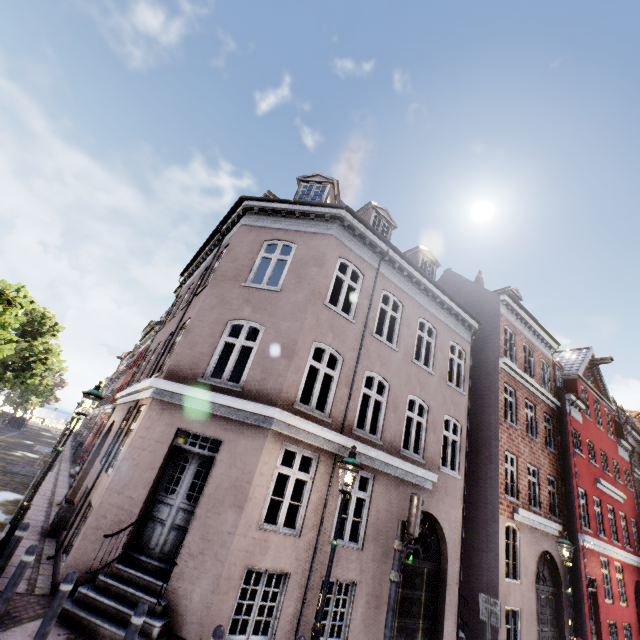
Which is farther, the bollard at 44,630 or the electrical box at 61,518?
the electrical box at 61,518

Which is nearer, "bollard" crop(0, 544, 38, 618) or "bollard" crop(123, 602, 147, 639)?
"bollard" crop(123, 602, 147, 639)

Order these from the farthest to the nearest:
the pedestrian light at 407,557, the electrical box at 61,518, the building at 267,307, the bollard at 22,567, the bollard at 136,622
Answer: the electrical box at 61,518 → the building at 267,307 → the pedestrian light at 407,557 → the bollard at 22,567 → the bollard at 136,622

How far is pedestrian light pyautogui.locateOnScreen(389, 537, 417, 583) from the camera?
6.04m

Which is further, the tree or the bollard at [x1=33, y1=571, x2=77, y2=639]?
the tree

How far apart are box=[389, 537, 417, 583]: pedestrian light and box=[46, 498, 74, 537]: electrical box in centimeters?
922cm

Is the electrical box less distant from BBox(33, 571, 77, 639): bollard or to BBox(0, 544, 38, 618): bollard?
BBox(0, 544, 38, 618): bollard

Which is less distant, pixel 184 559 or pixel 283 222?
pixel 184 559
